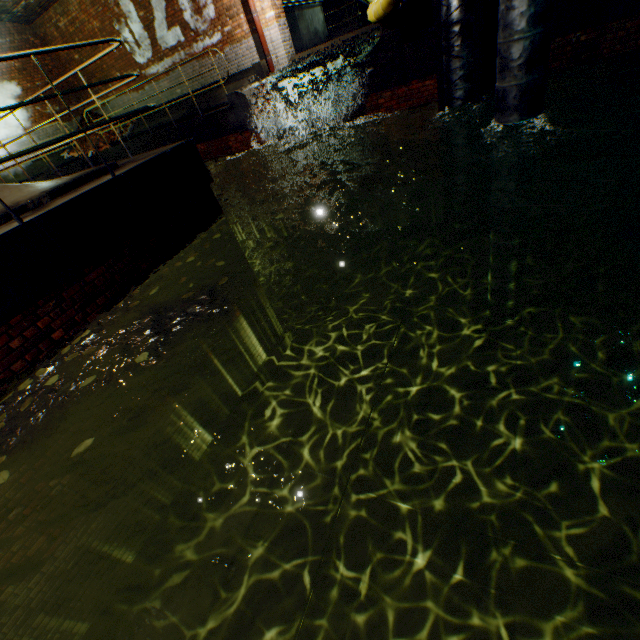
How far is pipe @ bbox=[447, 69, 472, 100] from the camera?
6.13m

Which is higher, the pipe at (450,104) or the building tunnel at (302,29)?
the building tunnel at (302,29)

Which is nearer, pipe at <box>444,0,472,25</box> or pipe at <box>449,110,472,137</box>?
pipe at <box>444,0,472,25</box>

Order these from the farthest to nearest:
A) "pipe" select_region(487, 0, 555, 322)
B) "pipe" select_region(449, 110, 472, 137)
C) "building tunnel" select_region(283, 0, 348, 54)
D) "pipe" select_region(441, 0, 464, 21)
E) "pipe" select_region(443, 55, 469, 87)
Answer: "building tunnel" select_region(283, 0, 348, 54)
"pipe" select_region(449, 110, 472, 137)
"pipe" select_region(443, 55, 469, 87)
"pipe" select_region(441, 0, 464, 21)
"pipe" select_region(487, 0, 555, 322)

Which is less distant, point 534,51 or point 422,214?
point 534,51

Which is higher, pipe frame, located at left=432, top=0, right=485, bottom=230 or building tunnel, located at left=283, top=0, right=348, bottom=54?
building tunnel, located at left=283, top=0, right=348, bottom=54

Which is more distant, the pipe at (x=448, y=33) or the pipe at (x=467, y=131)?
the pipe at (x=467, y=131)

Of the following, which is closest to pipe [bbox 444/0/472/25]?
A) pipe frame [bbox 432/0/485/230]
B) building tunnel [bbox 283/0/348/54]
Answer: pipe frame [bbox 432/0/485/230]
